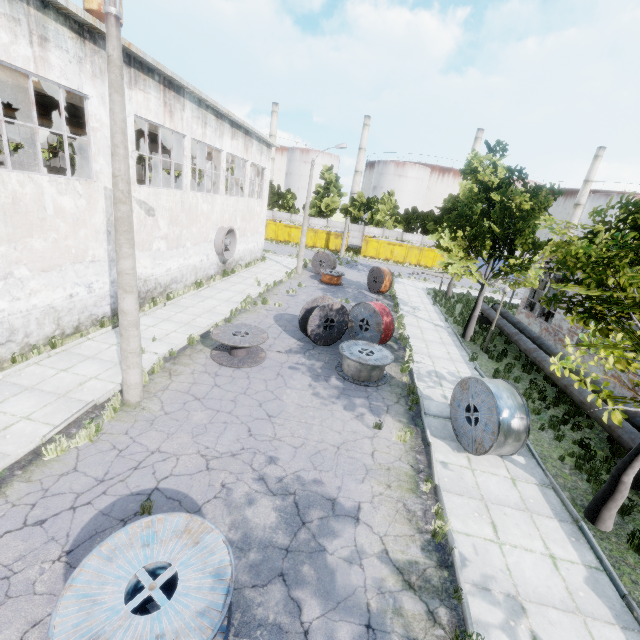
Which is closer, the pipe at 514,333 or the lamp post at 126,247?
the lamp post at 126,247

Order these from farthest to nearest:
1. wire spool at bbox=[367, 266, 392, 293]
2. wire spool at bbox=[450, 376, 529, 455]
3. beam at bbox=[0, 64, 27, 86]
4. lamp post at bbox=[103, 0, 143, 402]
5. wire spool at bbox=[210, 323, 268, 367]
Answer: wire spool at bbox=[367, 266, 392, 293] < wire spool at bbox=[210, 323, 268, 367] < beam at bbox=[0, 64, 27, 86] < wire spool at bbox=[450, 376, 529, 455] < lamp post at bbox=[103, 0, 143, 402]

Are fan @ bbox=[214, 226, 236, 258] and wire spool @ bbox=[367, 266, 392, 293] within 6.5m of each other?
no

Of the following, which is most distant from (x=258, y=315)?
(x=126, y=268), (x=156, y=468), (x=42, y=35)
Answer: (x=42, y=35)

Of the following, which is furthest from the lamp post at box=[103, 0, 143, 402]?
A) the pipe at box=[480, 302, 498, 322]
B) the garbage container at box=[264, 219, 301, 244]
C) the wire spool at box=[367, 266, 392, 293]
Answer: the garbage container at box=[264, 219, 301, 244]

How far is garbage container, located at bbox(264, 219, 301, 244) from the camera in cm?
4334

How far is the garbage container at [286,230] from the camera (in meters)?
43.34

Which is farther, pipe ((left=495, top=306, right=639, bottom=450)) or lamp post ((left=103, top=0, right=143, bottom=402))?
pipe ((left=495, top=306, right=639, bottom=450))
